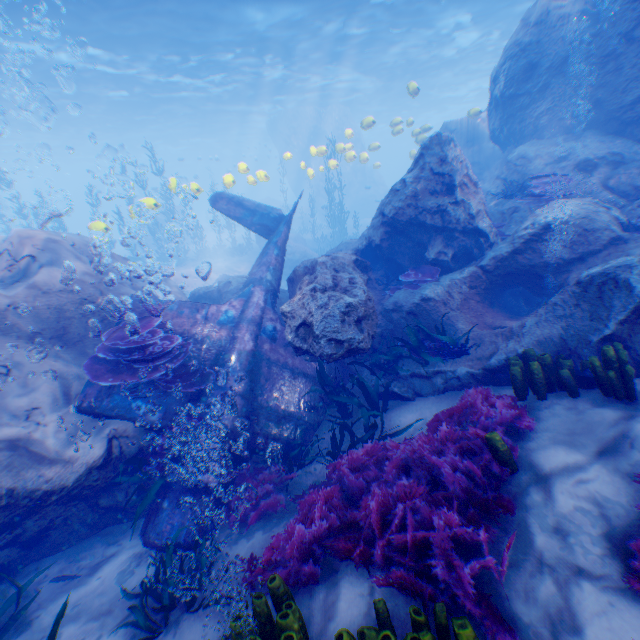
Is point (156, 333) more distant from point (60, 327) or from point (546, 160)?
point (546, 160)

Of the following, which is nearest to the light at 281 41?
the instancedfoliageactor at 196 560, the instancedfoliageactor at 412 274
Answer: the instancedfoliageactor at 412 274

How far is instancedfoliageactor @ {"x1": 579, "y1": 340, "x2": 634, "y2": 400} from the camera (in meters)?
3.93

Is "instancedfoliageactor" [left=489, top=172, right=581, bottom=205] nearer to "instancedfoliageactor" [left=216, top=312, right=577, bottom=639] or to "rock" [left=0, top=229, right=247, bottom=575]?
"rock" [left=0, top=229, right=247, bottom=575]

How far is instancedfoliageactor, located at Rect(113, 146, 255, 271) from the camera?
21.4 meters

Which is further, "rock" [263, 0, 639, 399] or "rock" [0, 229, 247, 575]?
"rock" [263, 0, 639, 399]

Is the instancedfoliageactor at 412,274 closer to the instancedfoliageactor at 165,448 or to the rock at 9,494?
the rock at 9,494

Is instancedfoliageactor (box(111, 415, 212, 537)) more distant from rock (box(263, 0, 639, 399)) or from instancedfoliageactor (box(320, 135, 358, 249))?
instancedfoliageactor (box(320, 135, 358, 249))
